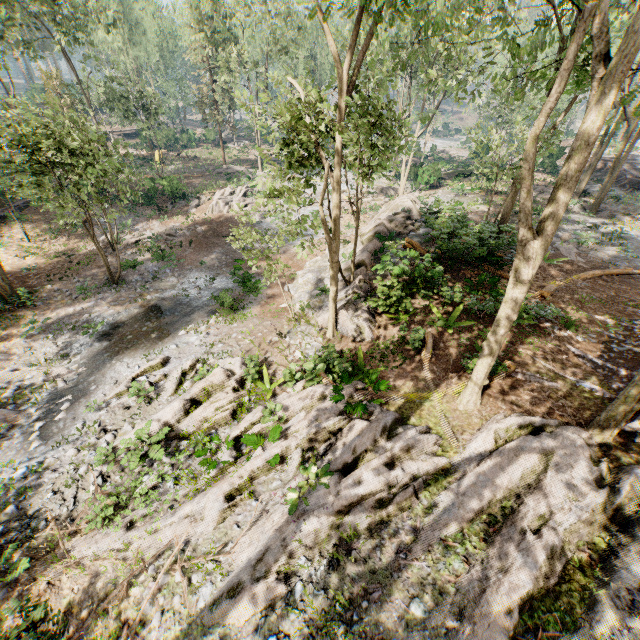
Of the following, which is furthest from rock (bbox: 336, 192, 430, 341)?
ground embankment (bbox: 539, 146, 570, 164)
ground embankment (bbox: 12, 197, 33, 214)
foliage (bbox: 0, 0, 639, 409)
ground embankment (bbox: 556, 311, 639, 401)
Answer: ground embankment (bbox: 12, 197, 33, 214)

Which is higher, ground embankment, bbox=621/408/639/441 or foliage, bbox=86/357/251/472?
ground embankment, bbox=621/408/639/441

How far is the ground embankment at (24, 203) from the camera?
27.22m

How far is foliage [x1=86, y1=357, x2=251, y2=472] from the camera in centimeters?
1007cm

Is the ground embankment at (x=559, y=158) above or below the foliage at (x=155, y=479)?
above

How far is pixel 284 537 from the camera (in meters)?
7.30

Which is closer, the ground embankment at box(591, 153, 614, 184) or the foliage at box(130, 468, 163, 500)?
the foliage at box(130, 468, 163, 500)

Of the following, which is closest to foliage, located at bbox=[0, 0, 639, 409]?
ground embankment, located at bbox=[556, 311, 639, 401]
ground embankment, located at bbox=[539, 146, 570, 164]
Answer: ground embankment, located at bbox=[556, 311, 639, 401]
